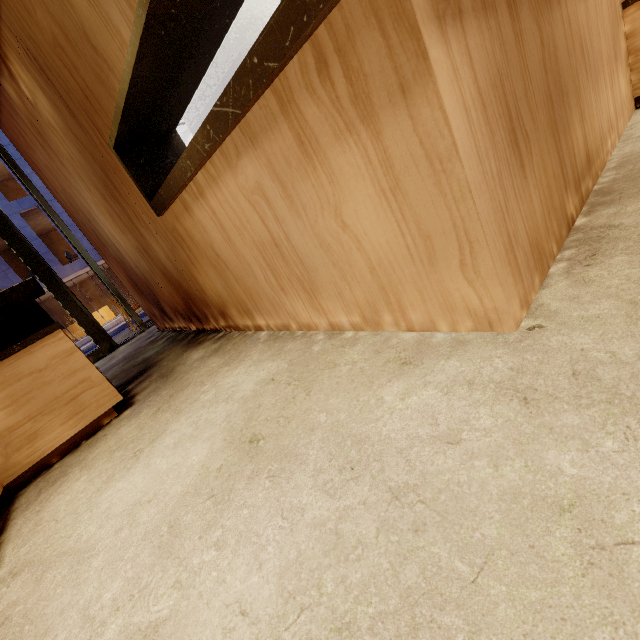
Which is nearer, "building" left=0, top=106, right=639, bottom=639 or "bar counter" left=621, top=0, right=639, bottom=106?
"building" left=0, top=106, right=639, bottom=639

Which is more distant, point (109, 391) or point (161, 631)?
point (109, 391)

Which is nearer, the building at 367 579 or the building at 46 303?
the building at 367 579

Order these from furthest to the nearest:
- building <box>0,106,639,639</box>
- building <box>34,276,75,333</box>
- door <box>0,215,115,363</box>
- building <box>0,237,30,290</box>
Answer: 1. building <box>34,276,75,333</box>
2. building <box>0,237,30,290</box>
3. door <box>0,215,115,363</box>
4. building <box>0,106,639,639</box>

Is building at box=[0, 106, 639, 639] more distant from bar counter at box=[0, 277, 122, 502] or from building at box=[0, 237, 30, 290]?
building at box=[0, 237, 30, 290]

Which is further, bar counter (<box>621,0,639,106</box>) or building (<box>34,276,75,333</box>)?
building (<box>34,276,75,333</box>)

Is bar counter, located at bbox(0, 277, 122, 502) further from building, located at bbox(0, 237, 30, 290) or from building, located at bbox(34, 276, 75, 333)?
building, located at bbox(34, 276, 75, 333)

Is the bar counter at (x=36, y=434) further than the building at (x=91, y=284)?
No
